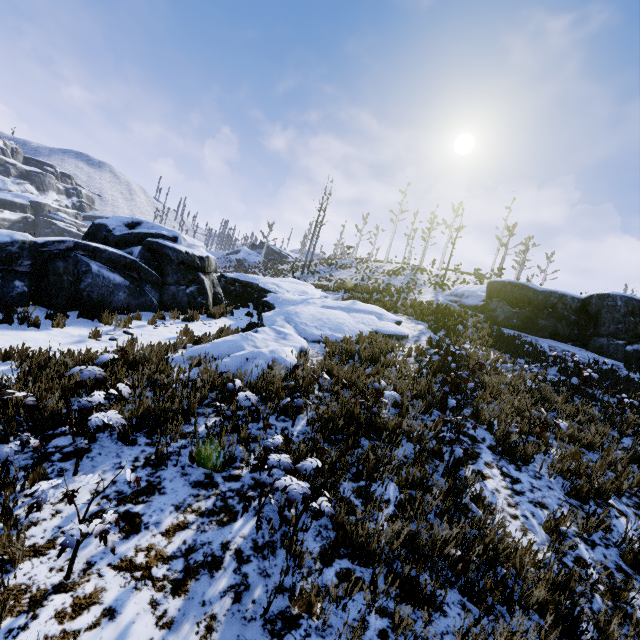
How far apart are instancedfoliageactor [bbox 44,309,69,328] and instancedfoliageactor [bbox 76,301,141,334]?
0.7m

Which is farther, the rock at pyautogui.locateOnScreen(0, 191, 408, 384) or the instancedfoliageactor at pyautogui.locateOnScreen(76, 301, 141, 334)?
the instancedfoliageactor at pyautogui.locateOnScreen(76, 301, 141, 334)

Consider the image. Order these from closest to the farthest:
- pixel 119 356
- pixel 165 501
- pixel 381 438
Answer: pixel 165 501 < pixel 381 438 < pixel 119 356

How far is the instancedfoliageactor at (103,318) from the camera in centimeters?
891cm

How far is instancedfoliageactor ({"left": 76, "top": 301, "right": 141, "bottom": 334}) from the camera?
8.9m

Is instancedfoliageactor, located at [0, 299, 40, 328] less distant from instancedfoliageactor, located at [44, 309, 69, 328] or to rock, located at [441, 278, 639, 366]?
instancedfoliageactor, located at [44, 309, 69, 328]

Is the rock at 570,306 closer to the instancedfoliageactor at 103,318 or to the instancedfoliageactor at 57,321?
the instancedfoliageactor at 103,318

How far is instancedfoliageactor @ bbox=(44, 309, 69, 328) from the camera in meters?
8.1
